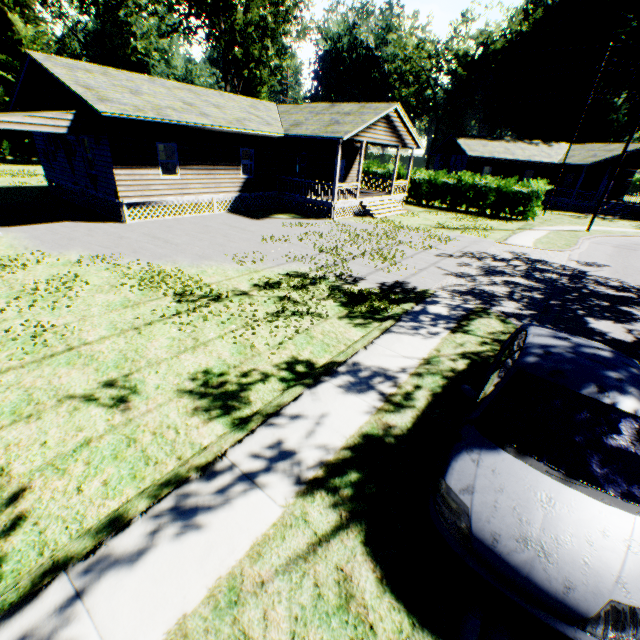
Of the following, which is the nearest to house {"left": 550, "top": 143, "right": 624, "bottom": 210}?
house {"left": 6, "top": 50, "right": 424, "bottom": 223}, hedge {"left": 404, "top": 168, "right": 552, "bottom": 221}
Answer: hedge {"left": 404, "top": 168, "right": 552, "bottom": 221}

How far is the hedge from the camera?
24.9 meters

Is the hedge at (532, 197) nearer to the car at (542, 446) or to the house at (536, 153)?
the house at (536, 153)

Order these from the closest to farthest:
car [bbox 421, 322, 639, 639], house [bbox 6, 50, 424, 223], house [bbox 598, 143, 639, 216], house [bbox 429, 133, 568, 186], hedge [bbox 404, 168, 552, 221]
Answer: car [bbox 421, 322, 639, 639] < house [bbox 6, 50, 424, 223] < hedge [bbox 404, 168, 552, 221] < house [bbox 598, 143, 639, 216] < house [bbox 429, 133, 568, 186]

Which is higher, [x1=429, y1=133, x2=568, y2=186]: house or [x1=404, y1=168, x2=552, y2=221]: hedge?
[x1=429, y1=133, x2=568, y2=186]: house

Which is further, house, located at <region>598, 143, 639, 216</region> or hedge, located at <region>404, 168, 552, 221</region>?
house, located at <region>598, 143, 639, 216</region>

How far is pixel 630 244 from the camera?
20.14m

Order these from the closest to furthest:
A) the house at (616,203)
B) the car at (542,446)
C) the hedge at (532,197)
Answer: the car at (542,446) < the hedge at (532,197) < the house at (616,203)
